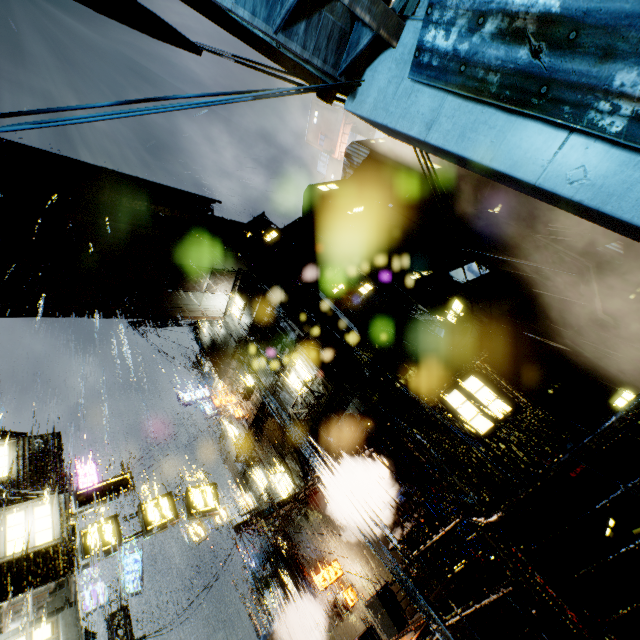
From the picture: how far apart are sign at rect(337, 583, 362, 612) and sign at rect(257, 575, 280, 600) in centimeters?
683cm

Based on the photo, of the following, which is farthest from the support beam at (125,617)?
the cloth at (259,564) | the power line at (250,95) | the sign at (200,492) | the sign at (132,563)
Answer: the power line at (250,95)

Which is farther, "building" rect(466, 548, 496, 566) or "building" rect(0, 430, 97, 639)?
"building" rect(466, 548, 496, 566)

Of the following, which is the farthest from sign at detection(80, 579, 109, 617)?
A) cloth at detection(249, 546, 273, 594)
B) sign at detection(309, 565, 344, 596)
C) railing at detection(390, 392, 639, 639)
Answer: railing at detection(390, 392, 639, 639)

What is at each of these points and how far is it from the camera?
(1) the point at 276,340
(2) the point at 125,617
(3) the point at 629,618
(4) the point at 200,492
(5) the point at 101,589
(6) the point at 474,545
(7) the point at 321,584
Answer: (1) building, 22.0m
(2) support beam, 17.8m
(3) building, 10.4m
(4) sign, 15.2m
(5) sign, 18.9m
(6) building, 12.7m
(7) sign, 16.8m

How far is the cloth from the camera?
20.2m

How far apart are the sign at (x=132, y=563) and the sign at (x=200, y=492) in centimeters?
954cm
